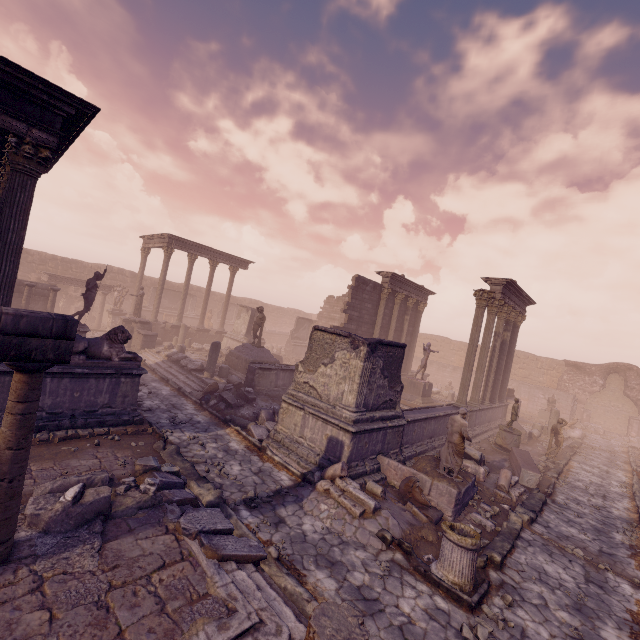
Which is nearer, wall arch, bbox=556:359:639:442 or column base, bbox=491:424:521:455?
column base, bbox=491:424:521:455

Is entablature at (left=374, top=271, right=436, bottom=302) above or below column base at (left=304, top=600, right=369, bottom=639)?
above

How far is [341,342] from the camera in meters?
9.5

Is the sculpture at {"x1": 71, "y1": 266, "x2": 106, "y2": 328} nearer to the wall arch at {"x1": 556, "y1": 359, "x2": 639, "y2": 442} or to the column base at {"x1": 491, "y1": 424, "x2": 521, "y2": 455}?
the column base at {"x1": 491, "y1": 424, "x2": 521, "y2": 455}

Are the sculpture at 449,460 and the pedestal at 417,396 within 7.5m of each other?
no

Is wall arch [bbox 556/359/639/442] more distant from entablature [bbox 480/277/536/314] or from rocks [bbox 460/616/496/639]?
rocks [bbox 460/616/496/639]

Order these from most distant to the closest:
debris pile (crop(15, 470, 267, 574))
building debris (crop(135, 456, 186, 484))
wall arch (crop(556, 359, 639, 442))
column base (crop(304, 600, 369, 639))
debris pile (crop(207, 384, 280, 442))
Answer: wall arch (crop(556, 359, 639, 442)), debris pile (crop(207, 384, 280, 442)), building debris (crop(135, 456, 186, 484)), debris pile (crop(15, 470, 267, 574)), column base (crop(304, 600, 369, 639))

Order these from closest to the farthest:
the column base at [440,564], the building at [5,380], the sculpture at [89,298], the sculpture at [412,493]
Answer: the column base at [440,564]
the building at [5,380]
the sculpture at [412,493]
the sculpture at [89,298]
